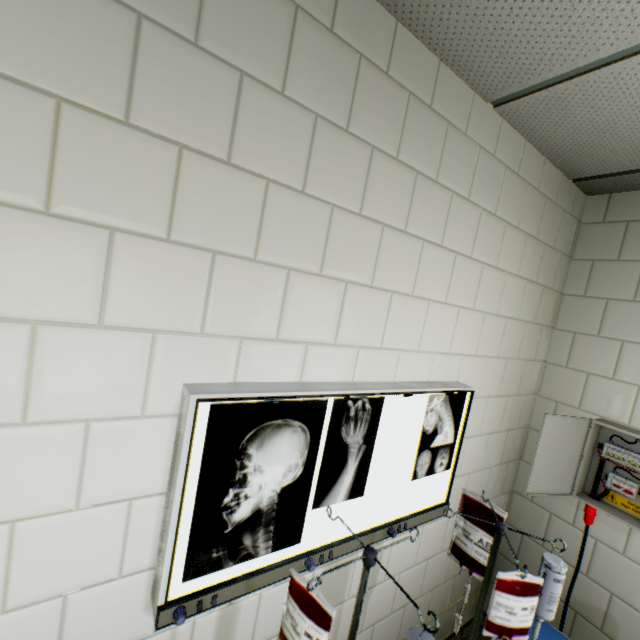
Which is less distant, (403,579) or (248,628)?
(248,628)

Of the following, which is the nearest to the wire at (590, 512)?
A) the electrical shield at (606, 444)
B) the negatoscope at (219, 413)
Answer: the electrical shield at (606, 444)

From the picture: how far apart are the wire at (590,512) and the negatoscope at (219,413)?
1.1m

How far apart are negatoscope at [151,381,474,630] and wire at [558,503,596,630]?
1.1m

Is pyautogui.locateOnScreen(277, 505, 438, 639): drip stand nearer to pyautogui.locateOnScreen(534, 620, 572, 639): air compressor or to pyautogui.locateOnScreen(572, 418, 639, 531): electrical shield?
pyautogui.locateOnScreen(534, 620, 572, 639): air compressor

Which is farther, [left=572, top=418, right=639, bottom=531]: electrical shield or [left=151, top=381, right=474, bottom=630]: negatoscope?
[left=572, top=418, right=639, bottom=531]: electrical shield

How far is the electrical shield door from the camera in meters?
1.9

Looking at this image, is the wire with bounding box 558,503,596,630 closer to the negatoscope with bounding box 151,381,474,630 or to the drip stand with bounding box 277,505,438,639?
the drip stand with bounding box 277,505,438,639
